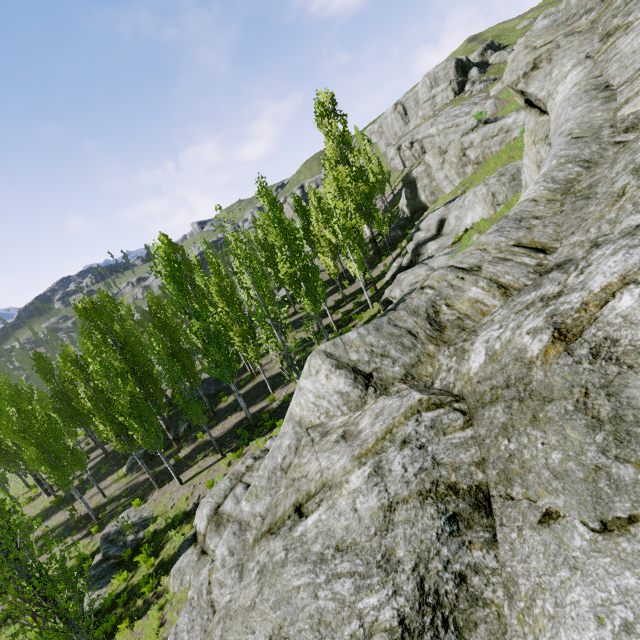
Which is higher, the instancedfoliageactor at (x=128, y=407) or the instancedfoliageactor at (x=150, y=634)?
the instancedfoliageactor at (x=128, y=407)

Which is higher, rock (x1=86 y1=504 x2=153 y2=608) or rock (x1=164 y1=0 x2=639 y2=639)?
rock (x1=164 y1=0 x2=639 y2=639)

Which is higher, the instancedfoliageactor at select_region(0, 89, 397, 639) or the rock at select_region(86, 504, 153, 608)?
the instancedfoliageactor at select_region(0, 89, 397, 639)

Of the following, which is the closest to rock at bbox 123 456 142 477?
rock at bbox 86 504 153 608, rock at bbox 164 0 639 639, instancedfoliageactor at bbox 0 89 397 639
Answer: instancedfoliageactor at bbox 0 89 397 639

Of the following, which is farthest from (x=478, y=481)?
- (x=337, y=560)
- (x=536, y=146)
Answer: (x=536, y=146)

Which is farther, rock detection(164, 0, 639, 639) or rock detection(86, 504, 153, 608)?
rock detection(86, 504, 153, 608)

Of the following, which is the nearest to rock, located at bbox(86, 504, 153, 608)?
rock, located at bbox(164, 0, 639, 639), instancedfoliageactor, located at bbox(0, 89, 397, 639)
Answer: instancedfoliageactor, located at bbox(0, 89, 397, 639)

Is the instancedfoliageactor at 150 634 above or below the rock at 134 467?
below
